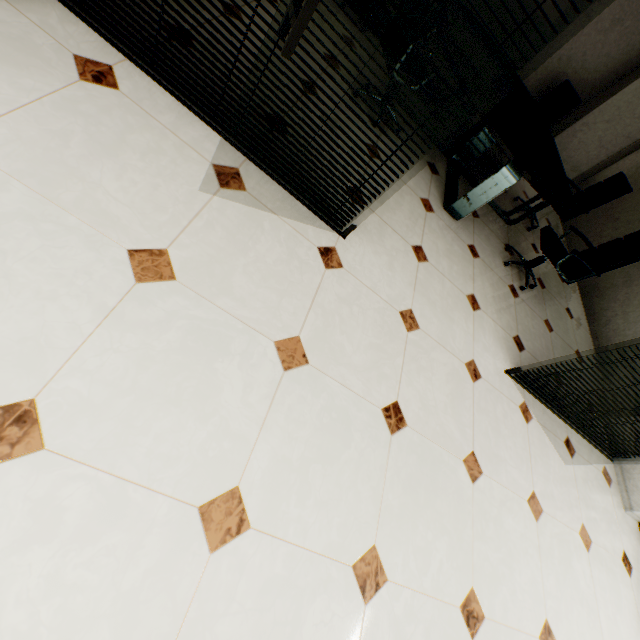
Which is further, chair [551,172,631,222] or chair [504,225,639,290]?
chair [551,172,631,222]

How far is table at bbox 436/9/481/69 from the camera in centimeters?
313cm

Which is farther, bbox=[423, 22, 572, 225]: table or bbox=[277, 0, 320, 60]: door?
bbox=[423, 22, 572, 225]: table

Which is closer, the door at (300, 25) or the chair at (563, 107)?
the door at (300, 25)

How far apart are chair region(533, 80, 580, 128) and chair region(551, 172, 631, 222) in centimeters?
126cm

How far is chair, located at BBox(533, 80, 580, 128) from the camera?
5.3m

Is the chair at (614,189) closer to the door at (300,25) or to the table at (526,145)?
the table at (526,145)

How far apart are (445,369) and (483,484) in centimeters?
78cm
